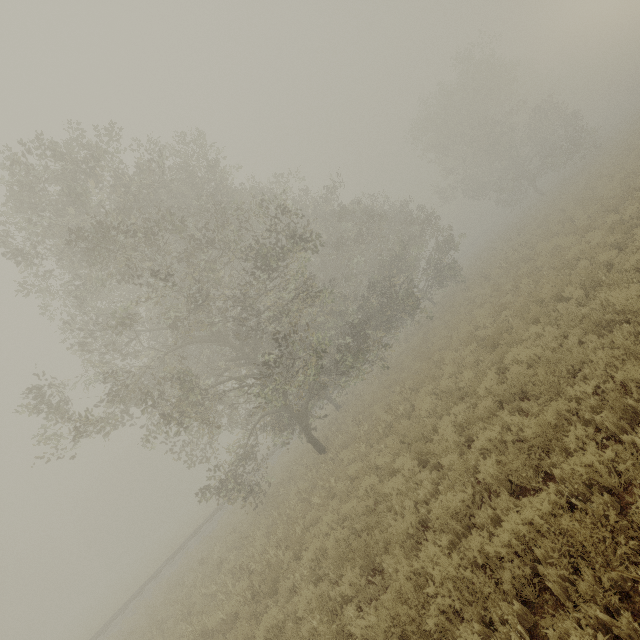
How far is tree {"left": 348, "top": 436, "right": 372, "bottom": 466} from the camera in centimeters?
1077cm

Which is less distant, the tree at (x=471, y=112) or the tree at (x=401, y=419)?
the tree at (x=401, y=419)

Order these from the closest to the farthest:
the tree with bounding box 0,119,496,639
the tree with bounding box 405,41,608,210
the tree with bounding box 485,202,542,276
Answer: the tree with bounding box 0,119,496,639, the tree with bounding box 485,202,542,276, the tree with bounding box 405,41,608,210

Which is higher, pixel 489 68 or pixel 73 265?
pixel 489 68

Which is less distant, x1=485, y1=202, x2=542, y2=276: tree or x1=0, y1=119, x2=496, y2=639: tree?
x1=0, y1=119, x2=496, y2=639: tree

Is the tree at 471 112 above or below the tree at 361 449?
above
